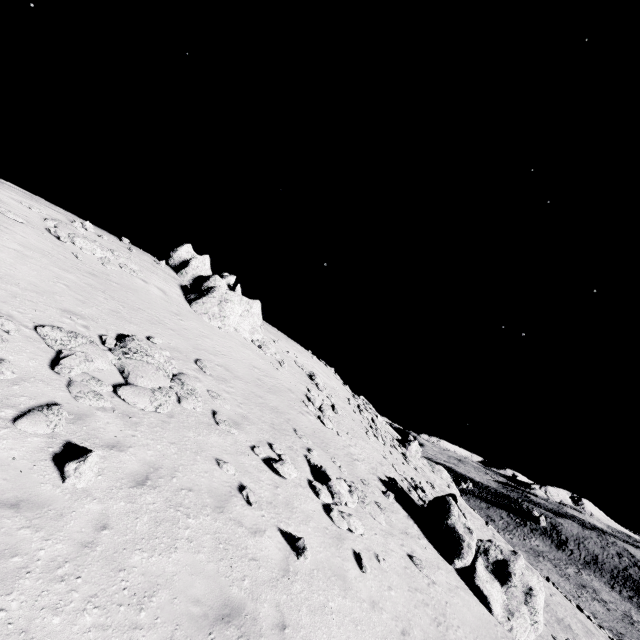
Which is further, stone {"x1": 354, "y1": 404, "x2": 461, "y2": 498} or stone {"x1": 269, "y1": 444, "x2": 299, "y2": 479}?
stone {"x1": 354, "y1": 404, "x2": 461, "y2": 498}

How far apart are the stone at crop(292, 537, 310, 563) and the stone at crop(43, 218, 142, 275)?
17.20m

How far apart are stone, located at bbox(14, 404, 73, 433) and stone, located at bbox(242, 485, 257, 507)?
4.9 meters

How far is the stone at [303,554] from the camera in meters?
8.6

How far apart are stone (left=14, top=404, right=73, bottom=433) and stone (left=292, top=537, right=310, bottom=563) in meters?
6.5

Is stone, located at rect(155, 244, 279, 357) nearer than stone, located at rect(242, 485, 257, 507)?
No

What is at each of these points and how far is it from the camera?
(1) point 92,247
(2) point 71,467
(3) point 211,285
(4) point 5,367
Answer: (1) stone, 17.48m
(2) stone, 6.24m
(3) stone, 25.19m
(4) stone, 7.36m

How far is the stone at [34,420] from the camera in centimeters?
657cm
